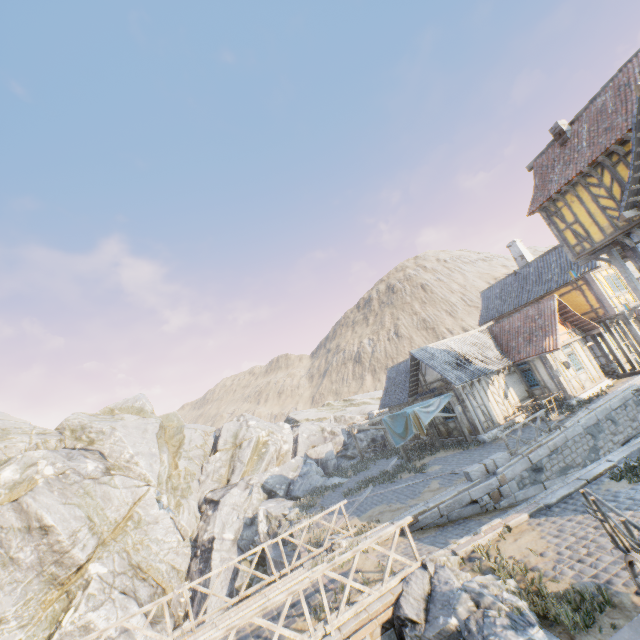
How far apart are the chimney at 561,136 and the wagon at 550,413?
12.9 meters

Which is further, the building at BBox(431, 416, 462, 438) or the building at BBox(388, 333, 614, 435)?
the building at BBox(431, 416, 462, 438)

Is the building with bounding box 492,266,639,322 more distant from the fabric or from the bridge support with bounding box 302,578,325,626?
the bridge support with bounding box 302,578,325,626

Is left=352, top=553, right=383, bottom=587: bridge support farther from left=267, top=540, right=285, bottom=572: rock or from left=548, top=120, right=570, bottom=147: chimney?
left=548, top=120, right=570, bottom=147: chimney

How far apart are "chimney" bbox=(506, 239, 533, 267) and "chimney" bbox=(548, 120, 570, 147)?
12.4m

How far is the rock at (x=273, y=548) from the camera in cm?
1556

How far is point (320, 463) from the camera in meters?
27.8

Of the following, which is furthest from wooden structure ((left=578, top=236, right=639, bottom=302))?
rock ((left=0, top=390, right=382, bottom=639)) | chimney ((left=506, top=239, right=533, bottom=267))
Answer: chimney ((left=506, top=239, right=533, bottom=267))
